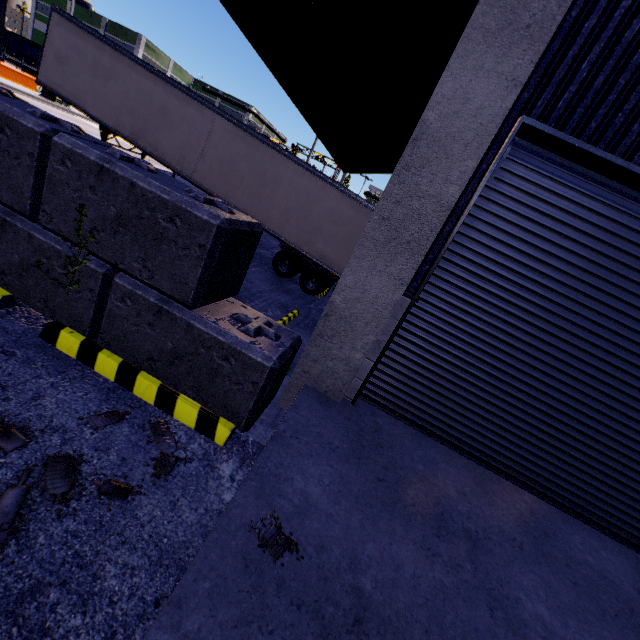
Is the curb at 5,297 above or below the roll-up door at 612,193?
below

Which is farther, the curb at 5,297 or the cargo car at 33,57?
the cargo car at 33,57

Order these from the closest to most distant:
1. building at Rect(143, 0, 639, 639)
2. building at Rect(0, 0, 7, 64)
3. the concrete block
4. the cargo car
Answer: building at Rect(143, 0, 639, 639) < the concrete block < building at Rect(0, 0, 7, 64) < the cargo car

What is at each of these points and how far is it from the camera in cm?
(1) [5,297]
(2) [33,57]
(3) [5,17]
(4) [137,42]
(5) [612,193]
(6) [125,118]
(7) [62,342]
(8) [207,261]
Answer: (1) curb, 334
(2) cargo car, 5966
(3) building, 422
(4) building, 5972
(5) roll-up door, 321
(6) semi trailer, 1240
(7) curb, 322
(8) concrete block, 304

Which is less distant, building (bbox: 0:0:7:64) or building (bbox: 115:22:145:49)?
building (bbox: 0:0:7:64)

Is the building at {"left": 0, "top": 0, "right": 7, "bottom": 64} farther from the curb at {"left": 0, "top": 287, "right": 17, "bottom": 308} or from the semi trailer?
the curb at {"left": 0, "top": 287, "right": 17, "bottom": 308}

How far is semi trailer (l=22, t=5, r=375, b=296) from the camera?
11.52m

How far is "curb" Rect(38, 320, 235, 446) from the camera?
3.08m
